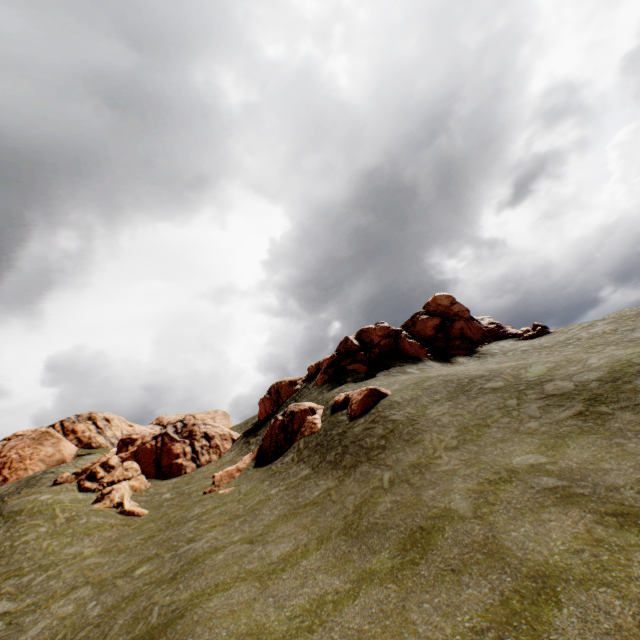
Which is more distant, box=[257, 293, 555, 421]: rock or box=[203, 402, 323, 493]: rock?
box=[257, 293, 555, 421]: rock

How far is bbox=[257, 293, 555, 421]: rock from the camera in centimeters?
3147cm

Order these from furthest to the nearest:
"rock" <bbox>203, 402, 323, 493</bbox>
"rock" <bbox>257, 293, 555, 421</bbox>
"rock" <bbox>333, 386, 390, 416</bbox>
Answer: "rock" <bbox>257, 293, 555, 421</bbox>
"rock" <bbox>203, 402, 323, 493</bbox>
"rock" <bbox>333, 386, 390, 416</bbox>

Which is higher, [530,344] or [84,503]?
[84,503]

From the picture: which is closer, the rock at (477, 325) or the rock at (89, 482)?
the rock at (89, 482)
